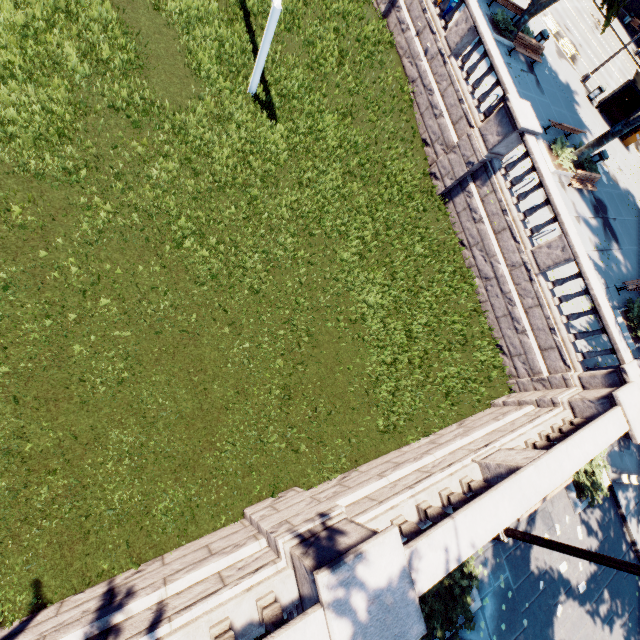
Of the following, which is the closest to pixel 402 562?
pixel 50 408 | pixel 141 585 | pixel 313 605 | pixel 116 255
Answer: pixel 313 605

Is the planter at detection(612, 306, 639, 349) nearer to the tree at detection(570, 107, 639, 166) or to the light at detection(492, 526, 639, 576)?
the tree at detection(570, 107, 639, 166)

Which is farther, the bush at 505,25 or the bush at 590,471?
the bush at 505,25

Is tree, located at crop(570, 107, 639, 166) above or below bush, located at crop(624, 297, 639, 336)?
above

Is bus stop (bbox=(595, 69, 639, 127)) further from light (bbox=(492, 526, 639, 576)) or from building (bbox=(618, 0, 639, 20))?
light (bbox=(492, 526, 639, 576))

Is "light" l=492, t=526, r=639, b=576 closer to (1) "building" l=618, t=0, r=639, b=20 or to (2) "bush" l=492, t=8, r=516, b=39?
(2) "bush" l=492, t=8, r=516, b=39

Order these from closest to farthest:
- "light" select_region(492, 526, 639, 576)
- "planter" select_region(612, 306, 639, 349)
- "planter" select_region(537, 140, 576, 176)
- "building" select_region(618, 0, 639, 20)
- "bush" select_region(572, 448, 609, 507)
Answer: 1. "light" select_region(492, 526, 639, 576)
2. "bush" select_region(572, 448, 609, 507)
3. "planter" select_region(612, 306, 639, 349)
4. "planter" select_region(537, 140, 576, 176)
5. "building" select_region(618, 0, 639, 20)

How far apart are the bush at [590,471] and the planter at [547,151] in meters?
13.3
